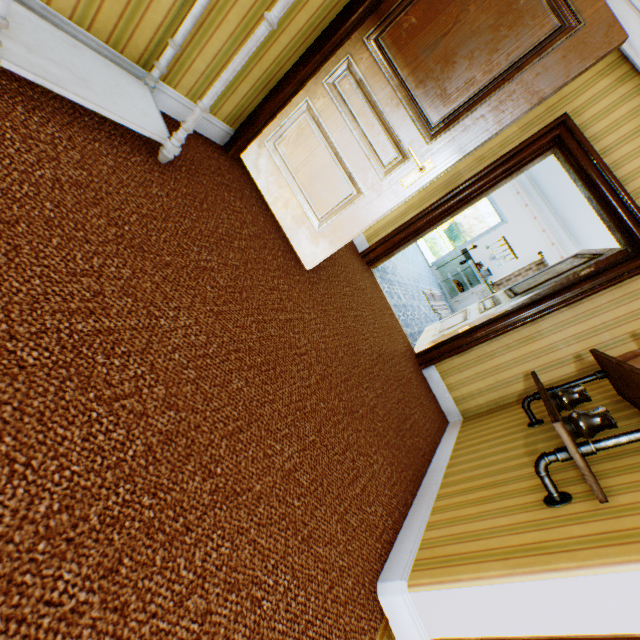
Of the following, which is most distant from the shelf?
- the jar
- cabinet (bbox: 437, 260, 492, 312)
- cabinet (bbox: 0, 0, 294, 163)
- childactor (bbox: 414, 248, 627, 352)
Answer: cabinet (bbox: 437, 260, 492, 312)

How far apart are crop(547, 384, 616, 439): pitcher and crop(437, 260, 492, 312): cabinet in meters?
6.9 m

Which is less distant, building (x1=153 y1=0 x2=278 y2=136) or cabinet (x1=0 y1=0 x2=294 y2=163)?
cabinet (x1=0 y1=0 x2=294 y2=163)

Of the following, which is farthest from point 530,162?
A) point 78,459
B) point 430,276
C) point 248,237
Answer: point 430,276

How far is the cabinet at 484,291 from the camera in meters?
8.3 m

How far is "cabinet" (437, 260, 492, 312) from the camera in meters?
8.3

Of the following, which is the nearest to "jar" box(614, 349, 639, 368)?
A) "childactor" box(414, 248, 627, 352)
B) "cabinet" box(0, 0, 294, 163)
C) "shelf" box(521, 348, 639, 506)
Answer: "shelf" box(521, 348, 639, 506)

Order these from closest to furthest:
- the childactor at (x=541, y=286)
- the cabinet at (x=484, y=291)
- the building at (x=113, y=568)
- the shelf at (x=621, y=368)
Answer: the building at (x=113, y=568) → the shelf at (x=621, y=368) → the childactor at (x=541, y=286) → the cabinet at (x=484, y=291)
